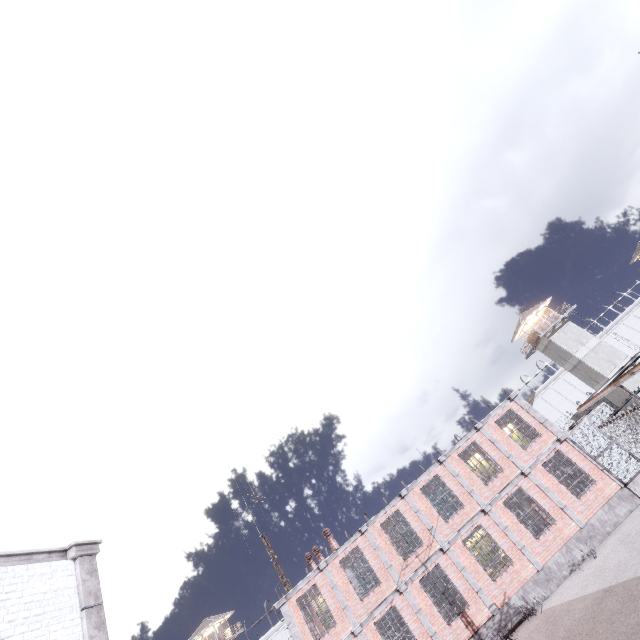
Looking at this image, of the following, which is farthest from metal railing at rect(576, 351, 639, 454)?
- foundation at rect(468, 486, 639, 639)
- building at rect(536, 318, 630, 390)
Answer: building at rect(536, 318, 630, 390)

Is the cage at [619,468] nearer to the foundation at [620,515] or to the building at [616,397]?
the foundation at [620,515]

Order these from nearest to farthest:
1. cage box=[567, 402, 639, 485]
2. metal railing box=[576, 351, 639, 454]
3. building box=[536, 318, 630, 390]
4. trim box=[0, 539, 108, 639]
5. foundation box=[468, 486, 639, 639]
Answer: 1. metal railing box=[576, 351, 639, 454]
2. trim box=[0, 539, 108, 639]
3. foundation box=[468, 486, 639, 639]
4. cage box=[567, 402, 639, 485]
5. building box=[536, 318, 630, 390]

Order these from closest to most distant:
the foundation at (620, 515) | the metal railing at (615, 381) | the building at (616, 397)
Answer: the metal railing at (615, 381) → the foundation at (620, 515) → the building at (616, 397)

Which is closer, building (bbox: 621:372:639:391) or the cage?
the cage

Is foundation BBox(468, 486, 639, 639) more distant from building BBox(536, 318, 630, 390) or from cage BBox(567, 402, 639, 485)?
building BBox(536, 318, 630, 390)

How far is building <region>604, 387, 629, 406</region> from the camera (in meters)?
38.47

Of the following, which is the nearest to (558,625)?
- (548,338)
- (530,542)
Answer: (530,542)
